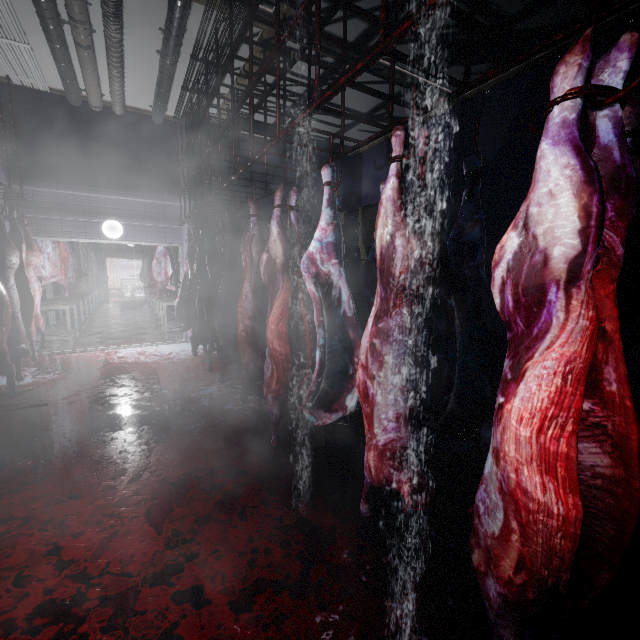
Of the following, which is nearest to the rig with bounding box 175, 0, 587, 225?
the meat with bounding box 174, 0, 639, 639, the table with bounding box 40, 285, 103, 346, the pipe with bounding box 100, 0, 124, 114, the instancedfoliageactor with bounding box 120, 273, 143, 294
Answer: the meat with bounding box 174, 0, 639, 639

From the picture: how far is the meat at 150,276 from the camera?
6.6m

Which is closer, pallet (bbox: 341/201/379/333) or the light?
pallet (bbox: 341/201/379/333)

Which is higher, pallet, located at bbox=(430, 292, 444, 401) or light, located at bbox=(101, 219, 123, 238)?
light, located at bbox=(101, 219, 123, 238)

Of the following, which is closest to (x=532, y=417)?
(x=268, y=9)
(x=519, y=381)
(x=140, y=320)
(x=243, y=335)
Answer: (x=519, y=381)

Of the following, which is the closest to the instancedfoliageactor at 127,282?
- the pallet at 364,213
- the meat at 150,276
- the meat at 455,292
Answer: the meat at 150,276

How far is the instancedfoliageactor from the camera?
21.31m

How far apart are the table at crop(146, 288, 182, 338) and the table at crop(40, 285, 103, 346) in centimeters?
158cm
